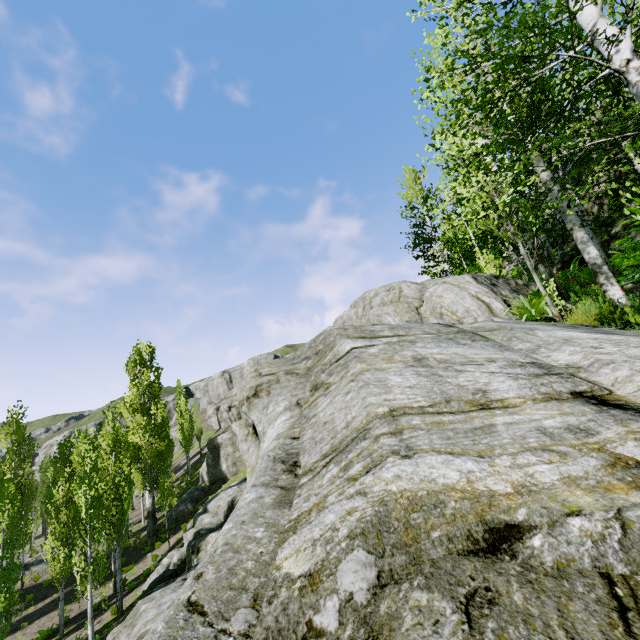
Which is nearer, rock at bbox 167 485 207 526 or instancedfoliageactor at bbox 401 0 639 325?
instancedfoliageactor at bbox 401 0 639 325

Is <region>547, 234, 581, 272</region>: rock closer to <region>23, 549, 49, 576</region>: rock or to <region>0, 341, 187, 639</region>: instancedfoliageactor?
<region>0, 341, 187, 639</region>: instancedfoliageactor

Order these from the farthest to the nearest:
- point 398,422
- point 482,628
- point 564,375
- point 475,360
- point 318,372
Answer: point 318,372 < point 475,360 < point 564,375 < point 398,422 < point 482,628

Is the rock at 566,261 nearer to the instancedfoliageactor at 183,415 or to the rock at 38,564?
the instancedfoliageactor at 183,415

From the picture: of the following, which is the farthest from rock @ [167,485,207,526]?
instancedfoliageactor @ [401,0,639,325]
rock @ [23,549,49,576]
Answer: rock @ [23,549,49,576]

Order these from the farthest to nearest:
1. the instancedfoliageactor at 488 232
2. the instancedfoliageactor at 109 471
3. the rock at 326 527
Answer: the instancedfoliageactor at 109 471 < the instancedfoliageactor at 488 232 < the rock at 326 527
